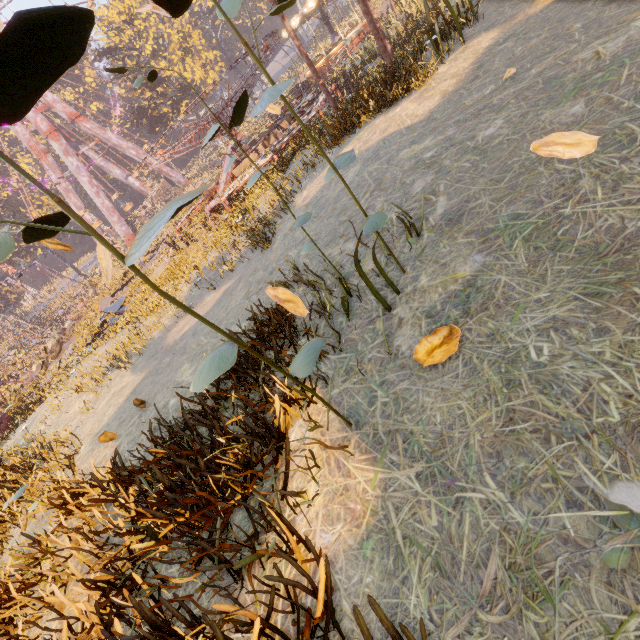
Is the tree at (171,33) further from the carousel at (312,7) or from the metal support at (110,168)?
the carousel at (312,7)

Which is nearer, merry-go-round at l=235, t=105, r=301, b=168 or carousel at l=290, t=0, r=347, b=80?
merry-go-round at l=235, t=105, r=301, b=168

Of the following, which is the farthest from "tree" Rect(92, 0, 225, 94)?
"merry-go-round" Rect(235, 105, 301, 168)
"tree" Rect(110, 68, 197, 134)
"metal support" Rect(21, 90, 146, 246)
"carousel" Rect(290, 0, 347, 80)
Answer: "merry-go-round" Rect(235, 105, 301, 168)

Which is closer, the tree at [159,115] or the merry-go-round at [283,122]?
the merry-go-round at [283,122]

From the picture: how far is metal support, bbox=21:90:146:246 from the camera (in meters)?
40.06

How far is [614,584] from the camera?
1.1m

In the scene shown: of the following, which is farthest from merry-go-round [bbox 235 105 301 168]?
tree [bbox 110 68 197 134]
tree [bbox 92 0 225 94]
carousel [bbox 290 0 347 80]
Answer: tree [bbox 92 0 225 94]

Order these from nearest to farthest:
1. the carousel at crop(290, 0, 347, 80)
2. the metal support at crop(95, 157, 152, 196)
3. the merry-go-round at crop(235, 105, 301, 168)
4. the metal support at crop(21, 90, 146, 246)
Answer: the merry-go-round at crop(235, 105, 301, 168) → the carousel at crop(290, 0, 347, 80) → the metal support at crop(21, 90, 146, 246) → the metal support at crop(95, 157, 152, 196)
